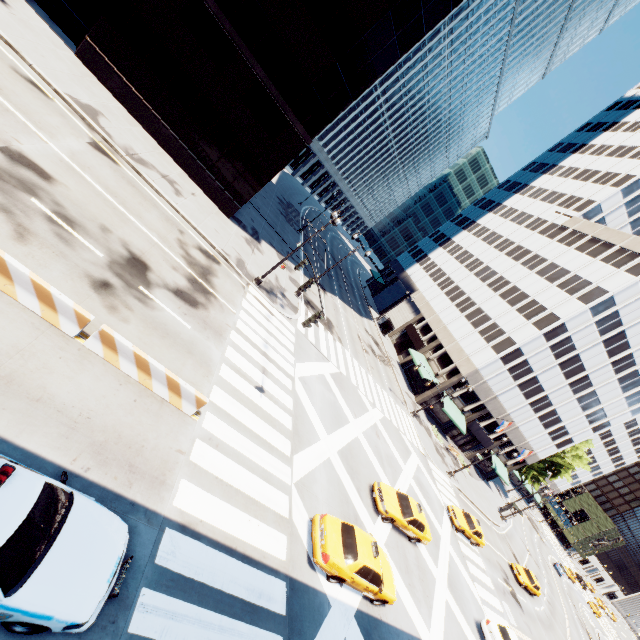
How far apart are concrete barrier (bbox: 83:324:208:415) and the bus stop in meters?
44.8

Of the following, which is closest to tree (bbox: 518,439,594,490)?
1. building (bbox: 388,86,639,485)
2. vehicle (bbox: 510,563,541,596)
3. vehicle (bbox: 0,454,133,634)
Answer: building (bbox: 388,86,639,485)

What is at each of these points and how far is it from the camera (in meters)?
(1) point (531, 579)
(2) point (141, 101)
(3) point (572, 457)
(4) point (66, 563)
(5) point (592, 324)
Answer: (1) vehicle, 33.50
(2) building, 20.92
(3) tree, 55.91
(4) vehicle, 5.68
(5) building, 38.22

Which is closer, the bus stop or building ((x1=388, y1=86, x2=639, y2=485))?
building ((x1=388, y1=86, x2=639, y2=485))

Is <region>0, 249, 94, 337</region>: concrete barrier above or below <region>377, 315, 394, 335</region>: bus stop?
below

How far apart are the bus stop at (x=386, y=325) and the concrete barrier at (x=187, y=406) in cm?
4485

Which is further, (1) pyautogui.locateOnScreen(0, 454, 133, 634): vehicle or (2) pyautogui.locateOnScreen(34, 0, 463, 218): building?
(2) pyautogui.locateOnScreen(34, 0, 463, 218): building

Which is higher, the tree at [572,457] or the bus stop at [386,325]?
the tree at [572,457]
